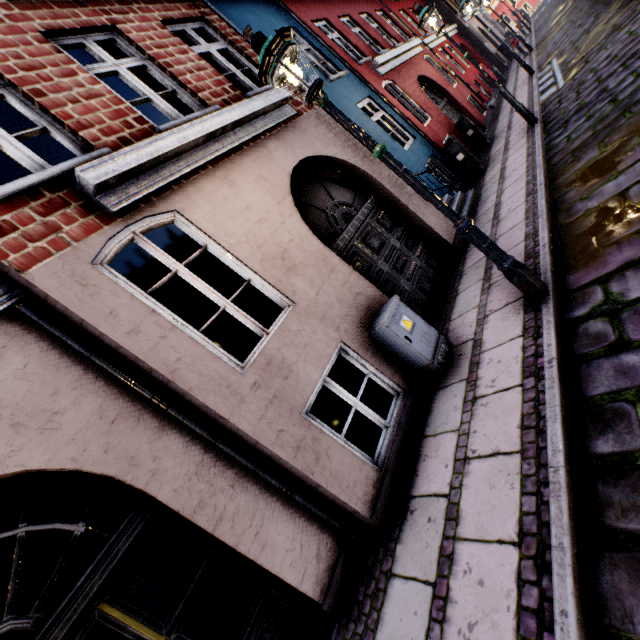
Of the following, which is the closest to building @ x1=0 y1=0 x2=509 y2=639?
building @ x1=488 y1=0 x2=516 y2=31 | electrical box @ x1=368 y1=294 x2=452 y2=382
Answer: electrical box @ x1=368 y1=294 x2=452 y2=382

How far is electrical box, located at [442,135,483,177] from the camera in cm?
903

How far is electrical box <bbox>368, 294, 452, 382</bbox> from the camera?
4.0 meters

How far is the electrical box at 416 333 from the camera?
4.0m

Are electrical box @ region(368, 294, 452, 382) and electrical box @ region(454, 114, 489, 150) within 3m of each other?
no

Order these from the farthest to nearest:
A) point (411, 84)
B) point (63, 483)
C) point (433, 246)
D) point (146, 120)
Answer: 1. point (411, 84)
2. point (63, 483)
3. point (433, 246)
4. point (146, 120)

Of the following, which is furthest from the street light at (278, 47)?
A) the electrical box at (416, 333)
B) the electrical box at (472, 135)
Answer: the electrical box at (472, 135)

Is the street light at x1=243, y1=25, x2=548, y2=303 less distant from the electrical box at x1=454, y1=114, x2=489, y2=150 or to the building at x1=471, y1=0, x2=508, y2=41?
the building at x1=471, y1=0, x2=508, y2=41
